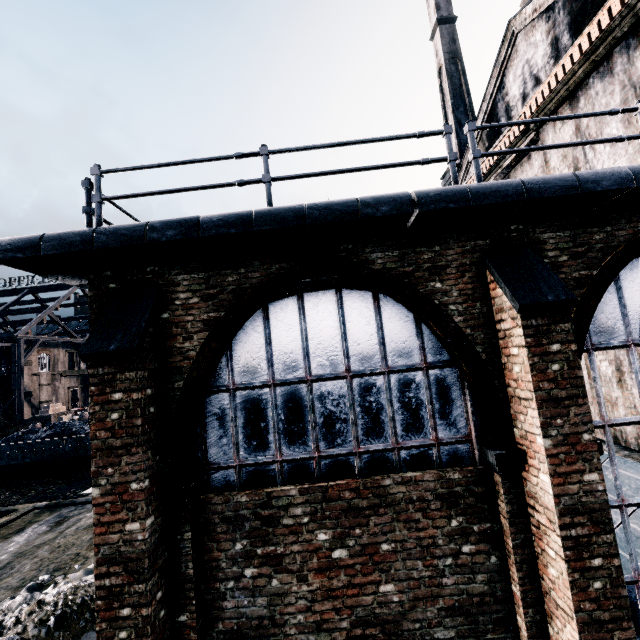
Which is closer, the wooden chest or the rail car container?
the rail car container

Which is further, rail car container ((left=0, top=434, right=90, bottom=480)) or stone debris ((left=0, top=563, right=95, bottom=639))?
rail car container ((left=0, top=434, right=90, bottom=480))

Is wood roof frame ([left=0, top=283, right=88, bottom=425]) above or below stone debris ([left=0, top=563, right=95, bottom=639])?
above

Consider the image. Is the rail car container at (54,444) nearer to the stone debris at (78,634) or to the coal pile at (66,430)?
the coal pile at (66,430)

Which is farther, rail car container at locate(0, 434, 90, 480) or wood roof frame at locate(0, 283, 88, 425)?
wood roof frame at locate(0, 283, 88, 425)

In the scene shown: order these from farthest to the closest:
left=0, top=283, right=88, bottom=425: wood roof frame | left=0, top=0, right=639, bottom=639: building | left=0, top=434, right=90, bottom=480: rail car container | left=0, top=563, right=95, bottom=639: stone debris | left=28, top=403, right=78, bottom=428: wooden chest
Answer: left=0, top=283, right=88, bottom=425: wood roof frame
left=28, top=403, right=78, bottom=428: wooden chest
left=0, top=434, right=90, bottom=480: rail car container
left=0, top=563, right=95, bottom=639: stone debris
left=0, top=0, right=639, bottom=639: building

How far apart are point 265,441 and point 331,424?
1.1m

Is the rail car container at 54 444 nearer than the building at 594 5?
No
